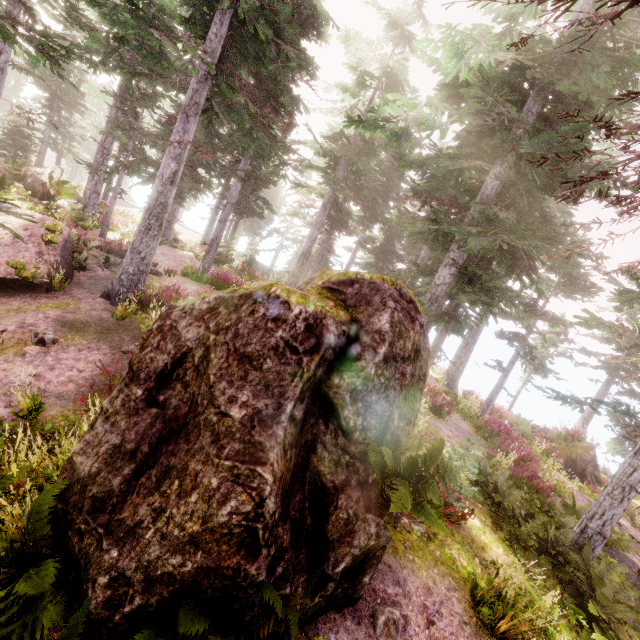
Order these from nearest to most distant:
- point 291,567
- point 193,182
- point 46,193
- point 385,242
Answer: point 291,567 → point 46,193 → point 193,182 → point 385,242

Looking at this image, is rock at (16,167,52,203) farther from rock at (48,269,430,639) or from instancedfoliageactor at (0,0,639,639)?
rock at (48,269,430,639)

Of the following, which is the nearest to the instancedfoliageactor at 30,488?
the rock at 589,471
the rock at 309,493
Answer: the rock at 309,493

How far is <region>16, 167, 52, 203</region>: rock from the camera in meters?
15.1 m

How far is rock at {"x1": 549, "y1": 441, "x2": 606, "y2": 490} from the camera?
18.2m

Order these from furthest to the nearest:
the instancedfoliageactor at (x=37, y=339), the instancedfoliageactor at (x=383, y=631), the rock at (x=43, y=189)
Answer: the rock at (x=43, y=189) < the instancedfoliageactor at (x=37, y=339) < the instancedfoliageactor at (x=383, y=631)

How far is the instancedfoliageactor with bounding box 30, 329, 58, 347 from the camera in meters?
7.8

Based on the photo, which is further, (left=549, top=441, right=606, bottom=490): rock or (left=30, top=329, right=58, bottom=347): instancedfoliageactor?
(left=549, top=441, right=606, bottom=490): rock
